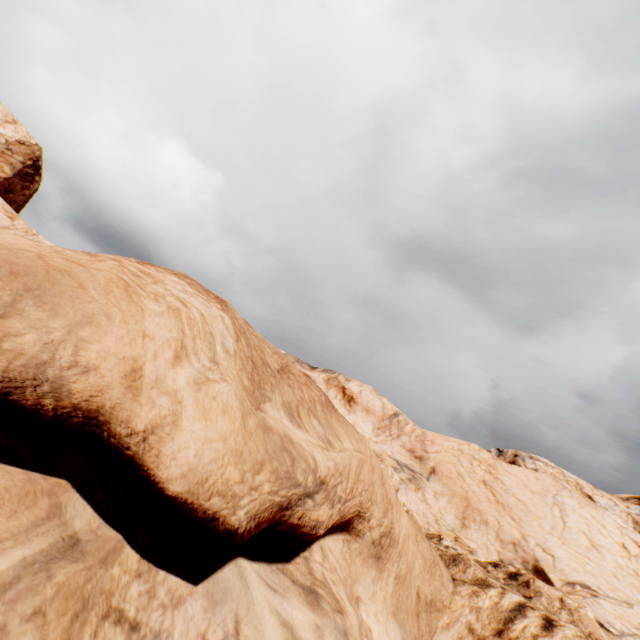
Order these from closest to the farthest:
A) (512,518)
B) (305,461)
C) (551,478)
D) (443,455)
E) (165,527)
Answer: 1. (165,527)
2. (305,461)
3. (512,518)
4. (551,478)
5. (443,455)
